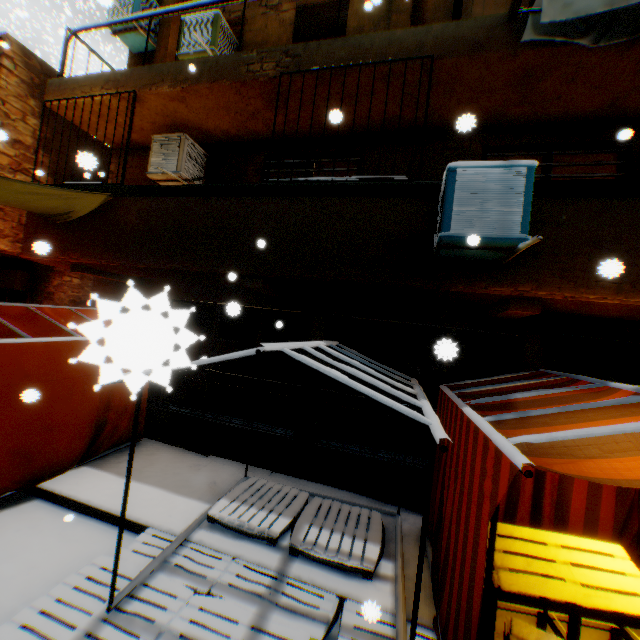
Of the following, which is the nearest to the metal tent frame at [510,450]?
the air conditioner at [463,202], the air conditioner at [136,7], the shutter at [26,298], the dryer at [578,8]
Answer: the air conditioner at [463,202]

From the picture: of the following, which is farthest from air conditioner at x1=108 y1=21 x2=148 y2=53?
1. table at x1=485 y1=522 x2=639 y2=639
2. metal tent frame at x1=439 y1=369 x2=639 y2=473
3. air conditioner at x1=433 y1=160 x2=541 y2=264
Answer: table at x1=485 y1=522 x2=639 y2=639

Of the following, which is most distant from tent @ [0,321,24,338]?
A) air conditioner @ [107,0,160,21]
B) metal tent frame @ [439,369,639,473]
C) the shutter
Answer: air conditioner @ [107,0,160,21]

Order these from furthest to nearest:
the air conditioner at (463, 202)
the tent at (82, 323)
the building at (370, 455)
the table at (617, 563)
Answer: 1. the building at (370, 455)
2. the air conditioner at (463, 202)
3. the table at (617, 563)
4. the tent at (82, 323)

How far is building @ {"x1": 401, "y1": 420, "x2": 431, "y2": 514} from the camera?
5.25m

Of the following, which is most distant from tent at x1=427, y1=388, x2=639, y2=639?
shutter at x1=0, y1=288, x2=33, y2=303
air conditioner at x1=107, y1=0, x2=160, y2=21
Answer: air conditioner at x1=107, y1=0, x2=160, y2=21

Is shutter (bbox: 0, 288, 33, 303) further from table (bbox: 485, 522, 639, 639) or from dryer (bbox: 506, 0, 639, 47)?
table (bbox: 485, 522, 639, 639)

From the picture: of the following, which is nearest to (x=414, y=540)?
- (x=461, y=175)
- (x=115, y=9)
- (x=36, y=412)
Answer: (x=461, y=175)
